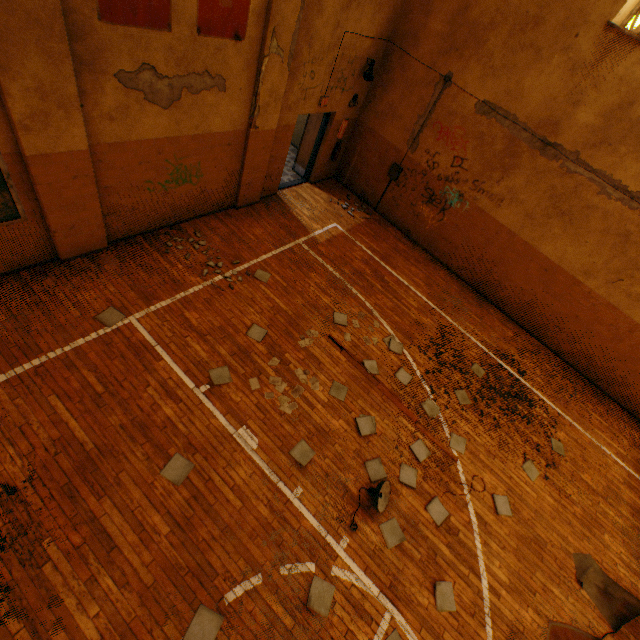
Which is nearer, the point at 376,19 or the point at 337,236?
the point at 376,19

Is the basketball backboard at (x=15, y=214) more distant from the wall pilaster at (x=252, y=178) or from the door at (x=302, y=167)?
the door at (x=302, y=167)

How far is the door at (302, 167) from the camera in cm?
915

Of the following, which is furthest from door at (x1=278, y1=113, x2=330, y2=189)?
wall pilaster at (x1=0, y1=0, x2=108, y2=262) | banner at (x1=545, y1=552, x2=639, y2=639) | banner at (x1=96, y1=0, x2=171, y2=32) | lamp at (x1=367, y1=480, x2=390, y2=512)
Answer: banner at (x1=545, y1=552, x2=639, y2=639)

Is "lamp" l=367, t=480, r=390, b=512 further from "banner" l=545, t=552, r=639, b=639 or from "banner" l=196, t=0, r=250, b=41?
"banner" l=196, t=0, r=250, b=41

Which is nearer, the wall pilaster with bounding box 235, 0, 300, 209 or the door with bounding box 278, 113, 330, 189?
the wall pilaster with bounding box 235, 0, 300, 209

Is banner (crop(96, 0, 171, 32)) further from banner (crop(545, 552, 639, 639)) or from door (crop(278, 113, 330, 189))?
banner (crop(545, 552, 639, 639))

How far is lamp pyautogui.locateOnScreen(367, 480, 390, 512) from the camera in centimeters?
488cm
